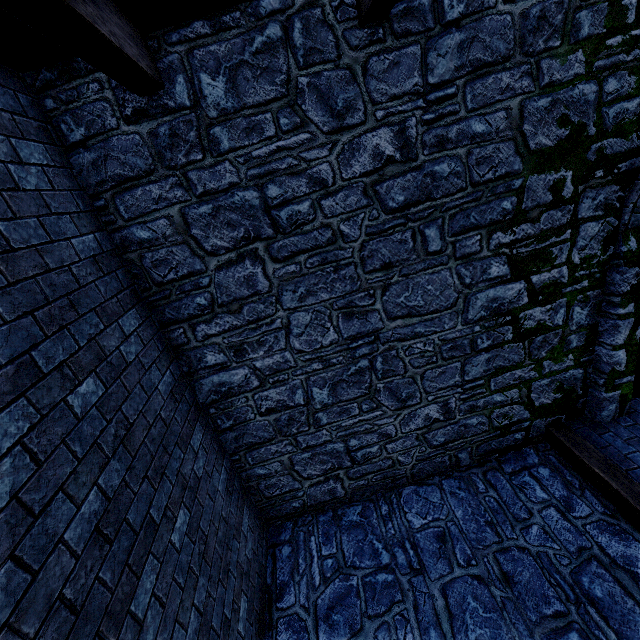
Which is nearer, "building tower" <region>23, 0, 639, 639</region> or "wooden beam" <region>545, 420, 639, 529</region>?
"building tower" <region>23, 0, 639, 639</region>

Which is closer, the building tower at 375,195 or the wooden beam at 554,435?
the building tower at 375,195

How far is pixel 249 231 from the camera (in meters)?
3.31
